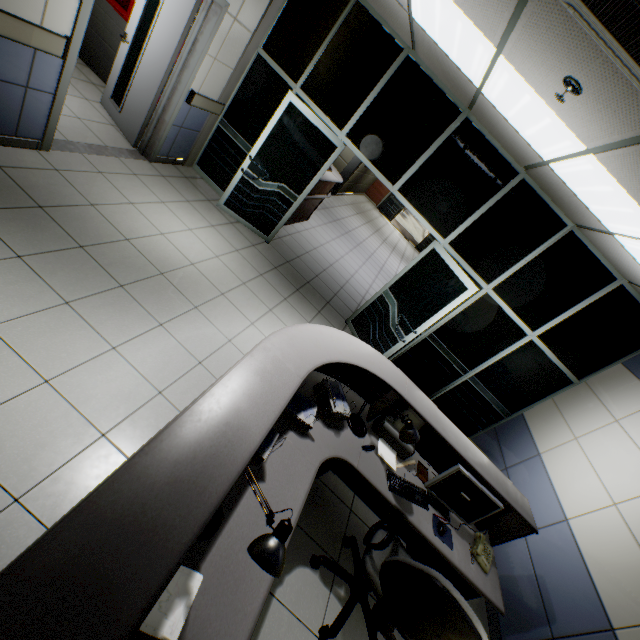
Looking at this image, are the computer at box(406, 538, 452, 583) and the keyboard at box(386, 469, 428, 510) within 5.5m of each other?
yes

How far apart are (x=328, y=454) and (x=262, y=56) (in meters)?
5.29

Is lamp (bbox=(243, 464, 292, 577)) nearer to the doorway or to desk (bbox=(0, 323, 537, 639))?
desk (bbox=(0, 323, 537, 639))

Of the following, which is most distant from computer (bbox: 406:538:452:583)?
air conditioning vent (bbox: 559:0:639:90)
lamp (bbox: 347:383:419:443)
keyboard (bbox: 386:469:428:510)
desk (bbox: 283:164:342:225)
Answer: desk (bbox: 283:164:342:225)

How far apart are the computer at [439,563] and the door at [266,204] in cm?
465

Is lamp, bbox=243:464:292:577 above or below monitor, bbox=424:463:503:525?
above

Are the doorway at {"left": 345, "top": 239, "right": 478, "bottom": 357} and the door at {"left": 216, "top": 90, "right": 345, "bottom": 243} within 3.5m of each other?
yes

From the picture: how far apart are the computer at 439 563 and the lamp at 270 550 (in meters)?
2.27
